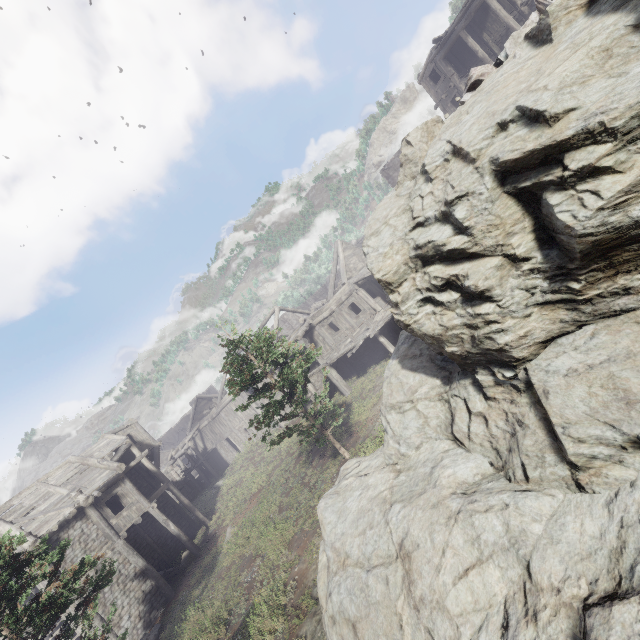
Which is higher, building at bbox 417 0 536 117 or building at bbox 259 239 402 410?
building at bbox 417 0 536 117

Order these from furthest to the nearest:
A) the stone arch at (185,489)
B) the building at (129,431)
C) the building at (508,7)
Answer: the stone arch at (185,489)
the building at (508,7)
the building at (129,431)

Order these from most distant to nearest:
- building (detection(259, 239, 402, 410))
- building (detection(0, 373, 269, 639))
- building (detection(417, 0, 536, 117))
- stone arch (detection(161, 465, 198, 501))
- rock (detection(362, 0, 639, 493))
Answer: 1. stone arch (detection(161, 465, 198, 501))
2. building (detection(417, 0, 536, 117))
3. building (detection(259, 239, 402, 410))
4. building (detection(0, 373, 269, 639))
5. rock (detection(362, 0, 639, 493))

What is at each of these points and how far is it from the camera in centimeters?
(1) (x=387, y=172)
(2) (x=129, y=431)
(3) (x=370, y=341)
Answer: (1) building, 4228cm
(2) building, 2569cm
(3) building, 2281cm

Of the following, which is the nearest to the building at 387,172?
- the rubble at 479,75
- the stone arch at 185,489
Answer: the stone arch at 185,489

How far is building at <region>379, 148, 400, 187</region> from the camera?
41.0m

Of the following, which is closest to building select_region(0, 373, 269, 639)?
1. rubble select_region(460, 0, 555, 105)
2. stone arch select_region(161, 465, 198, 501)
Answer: stone arch select_region(161, 465, 198, 501)
